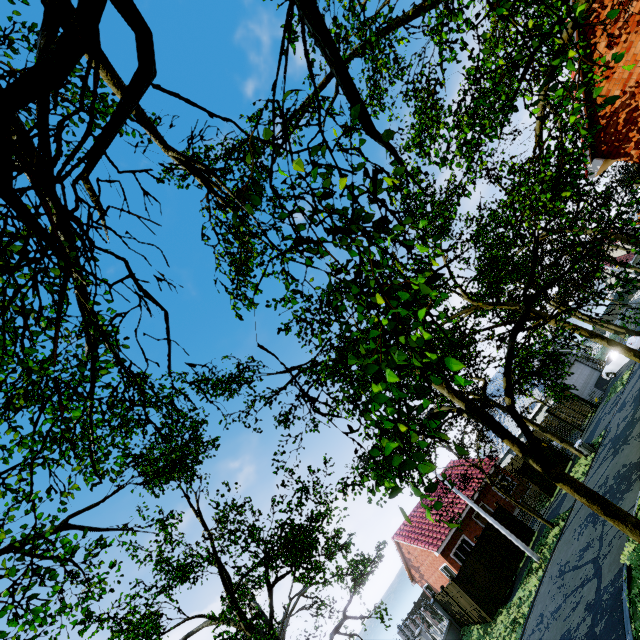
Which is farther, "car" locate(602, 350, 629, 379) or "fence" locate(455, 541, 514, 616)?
"car" locate(602, 350, 629, 379)

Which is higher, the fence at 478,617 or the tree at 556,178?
the tree at 556,178

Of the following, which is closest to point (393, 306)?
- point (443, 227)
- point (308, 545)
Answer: point (443, 227)

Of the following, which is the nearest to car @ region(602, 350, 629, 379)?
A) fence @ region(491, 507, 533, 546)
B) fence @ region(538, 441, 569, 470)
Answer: fence @ region(538, 441, 569, 470)

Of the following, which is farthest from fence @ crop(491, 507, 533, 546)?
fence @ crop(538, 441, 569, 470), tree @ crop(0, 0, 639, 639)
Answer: fence @ crop(538, 441, 569, 470)

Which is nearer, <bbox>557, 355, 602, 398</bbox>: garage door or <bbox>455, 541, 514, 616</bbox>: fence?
<bbox>455, 541, 514, 616</bbox>: fence

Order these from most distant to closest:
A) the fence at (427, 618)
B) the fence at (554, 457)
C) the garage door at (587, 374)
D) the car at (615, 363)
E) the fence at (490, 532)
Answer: the garage door at (587, 374) → the car at (615, 363) → the fence at (554, 457) → the fence at (427, 618) → the fence at (490, 532)
